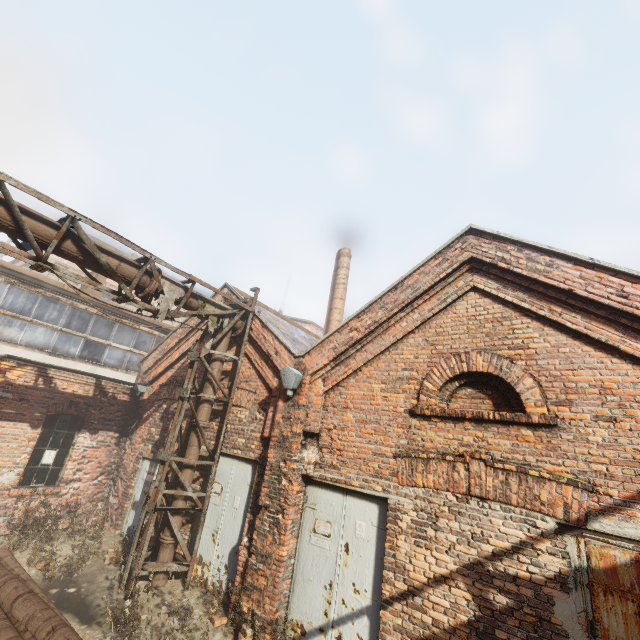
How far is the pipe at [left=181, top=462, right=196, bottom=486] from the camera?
7.1 meters

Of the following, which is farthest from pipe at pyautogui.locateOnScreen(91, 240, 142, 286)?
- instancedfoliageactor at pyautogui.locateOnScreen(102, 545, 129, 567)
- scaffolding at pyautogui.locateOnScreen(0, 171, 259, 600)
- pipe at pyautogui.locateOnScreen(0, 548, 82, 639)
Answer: pipe at pyautogui.locateOnScreen(0, 548, 82, 639)

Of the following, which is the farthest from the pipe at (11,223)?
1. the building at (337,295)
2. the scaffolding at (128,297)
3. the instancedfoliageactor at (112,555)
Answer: the building at (337,295)

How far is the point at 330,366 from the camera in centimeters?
657cm

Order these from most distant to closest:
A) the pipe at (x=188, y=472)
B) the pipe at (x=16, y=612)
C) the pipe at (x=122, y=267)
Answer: the pipe at (x=188, y=472) < the pipe at (x=122, y=267) < the pipe at (x=16, y=612)

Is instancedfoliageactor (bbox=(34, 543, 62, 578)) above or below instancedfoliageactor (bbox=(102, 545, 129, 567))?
below

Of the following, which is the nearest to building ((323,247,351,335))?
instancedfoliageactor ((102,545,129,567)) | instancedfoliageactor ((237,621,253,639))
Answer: instancedfoliageactor ((102,545,129,567))
